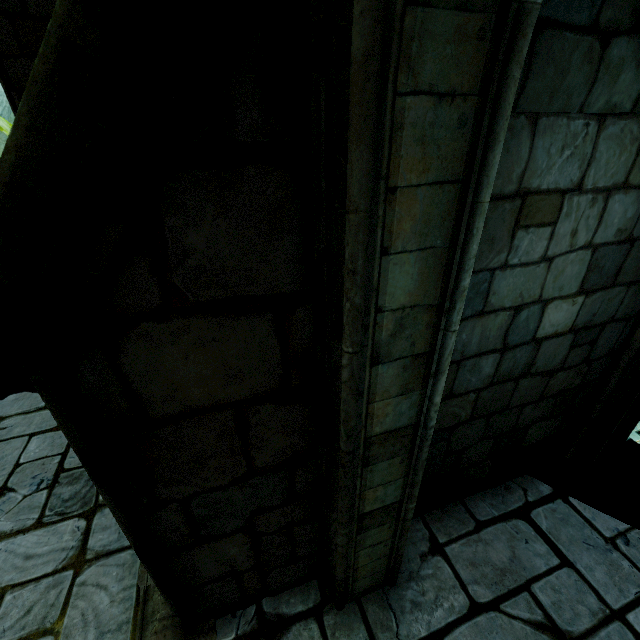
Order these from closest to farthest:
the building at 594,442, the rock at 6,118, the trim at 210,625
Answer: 1. the trim at 210,625
2. the building at 594,442
3. the rock at 6,118

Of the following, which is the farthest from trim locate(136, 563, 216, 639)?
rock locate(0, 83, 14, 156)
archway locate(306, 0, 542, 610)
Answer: rock locate(0, 83, 14, 156)

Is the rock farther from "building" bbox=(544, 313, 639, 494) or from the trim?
the trim

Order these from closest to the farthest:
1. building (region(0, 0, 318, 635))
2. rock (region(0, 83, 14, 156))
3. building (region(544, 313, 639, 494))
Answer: building (region(0, 0, 318, 635)) < building (region(544, 313, 639, 494)) < rock (region(0, 83, 14, 156))

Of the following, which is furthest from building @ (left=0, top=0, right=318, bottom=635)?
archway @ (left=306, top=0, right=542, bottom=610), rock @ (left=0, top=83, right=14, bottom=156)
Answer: rock @ (left=0, top=83, right=14, bottom=156)

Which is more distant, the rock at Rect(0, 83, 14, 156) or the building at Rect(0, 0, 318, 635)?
the rock at Rect(0, 83, 14, 156)

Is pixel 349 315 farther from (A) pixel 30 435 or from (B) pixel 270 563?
(A) pixel 30 435

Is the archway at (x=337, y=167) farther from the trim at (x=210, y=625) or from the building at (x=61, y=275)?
the trim at (x=210, y=625)
